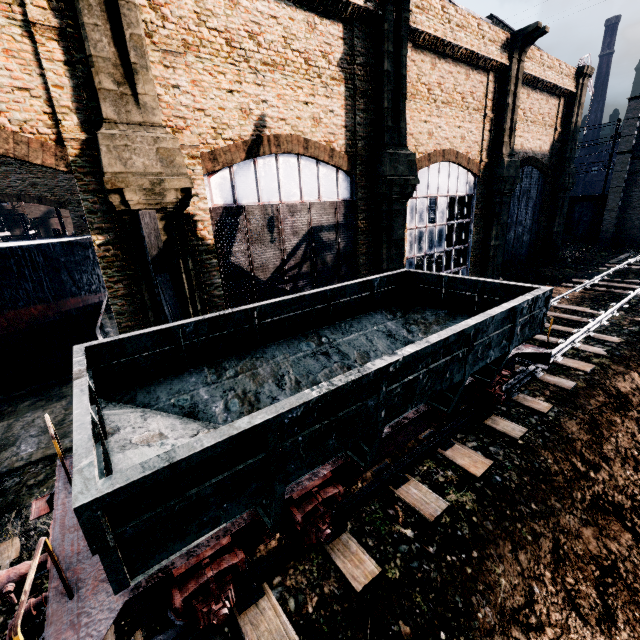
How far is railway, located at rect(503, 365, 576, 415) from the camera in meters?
10.3

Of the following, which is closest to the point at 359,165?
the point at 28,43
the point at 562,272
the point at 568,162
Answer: the point at 28,43

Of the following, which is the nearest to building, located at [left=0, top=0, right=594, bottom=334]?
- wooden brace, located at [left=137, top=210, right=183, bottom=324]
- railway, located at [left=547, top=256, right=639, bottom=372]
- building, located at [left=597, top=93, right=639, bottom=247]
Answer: wooden brace, located at [left=137, top=210, right=183, bottom=324]

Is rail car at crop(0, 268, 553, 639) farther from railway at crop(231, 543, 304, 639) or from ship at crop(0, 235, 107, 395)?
ship at crop(0, 235, 107, 395)

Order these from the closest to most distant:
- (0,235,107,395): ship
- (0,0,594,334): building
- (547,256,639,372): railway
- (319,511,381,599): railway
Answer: (319,511,381,599): railway → (0,0,594,334): building → (547,256,639,372): railway → (0,235,107,395): ship

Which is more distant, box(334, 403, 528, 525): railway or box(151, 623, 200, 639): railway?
box(334, 403, 528, 525): railway

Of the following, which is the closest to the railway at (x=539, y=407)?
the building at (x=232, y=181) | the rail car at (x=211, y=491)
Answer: the rail car at (x=211, y=491)

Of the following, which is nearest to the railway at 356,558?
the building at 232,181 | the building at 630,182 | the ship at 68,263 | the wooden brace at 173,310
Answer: the wooden brace at 173,310
